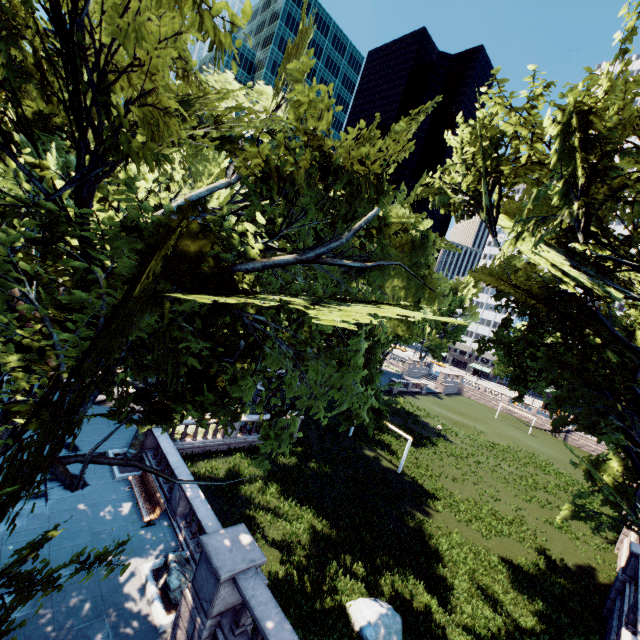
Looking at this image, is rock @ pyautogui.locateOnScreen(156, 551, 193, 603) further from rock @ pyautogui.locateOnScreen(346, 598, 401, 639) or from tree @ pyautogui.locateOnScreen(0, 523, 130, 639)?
rock @ pyautogui.locateOnScreen(346, 598, 401, 639)

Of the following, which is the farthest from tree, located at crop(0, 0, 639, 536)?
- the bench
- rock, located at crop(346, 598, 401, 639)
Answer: rock, located at crop(346, 598, 401, 639)

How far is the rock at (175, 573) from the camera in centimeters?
1076cm

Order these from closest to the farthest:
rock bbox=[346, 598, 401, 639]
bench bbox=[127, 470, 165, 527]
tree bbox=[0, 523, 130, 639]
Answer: tree bbox=[0, 523, 130, 639]
rock bbox=[346, 598, 401, 639]
bench bbox=[127, 470, 165, 527]

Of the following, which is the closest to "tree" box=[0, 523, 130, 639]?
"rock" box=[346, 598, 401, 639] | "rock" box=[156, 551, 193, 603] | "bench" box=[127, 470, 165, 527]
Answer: "bench" box=[127, 470, 165, 527]

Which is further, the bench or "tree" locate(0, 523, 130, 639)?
the bench

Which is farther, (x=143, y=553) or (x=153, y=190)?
(x=143, y=553)

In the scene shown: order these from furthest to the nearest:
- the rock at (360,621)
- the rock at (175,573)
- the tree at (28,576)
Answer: the rock at (360,621) < the rock at (175,573) < the tree at (28,576)
